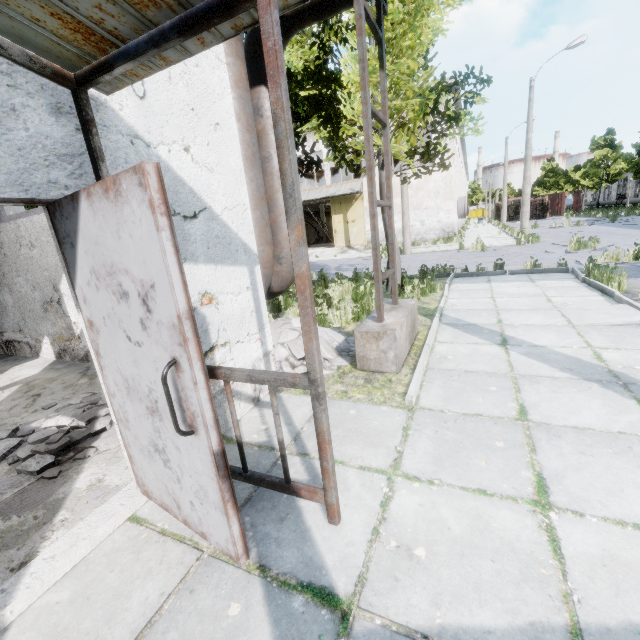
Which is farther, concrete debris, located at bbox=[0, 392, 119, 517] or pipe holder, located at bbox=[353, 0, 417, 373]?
pipe holder, located at bbox=[353, 0, 417, 373]

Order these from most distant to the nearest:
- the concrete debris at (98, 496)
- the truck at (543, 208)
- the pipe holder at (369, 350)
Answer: the truck at (543, 208) → the pipe holder at (369, 350) → the concrete debris at (98, 496)

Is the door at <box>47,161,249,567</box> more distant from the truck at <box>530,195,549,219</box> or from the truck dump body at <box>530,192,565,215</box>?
the truck dump body at <box>530,192,565,215</box>

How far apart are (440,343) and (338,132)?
6.5m

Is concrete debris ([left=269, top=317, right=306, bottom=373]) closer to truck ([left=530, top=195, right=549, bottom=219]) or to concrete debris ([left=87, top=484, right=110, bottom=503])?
concrete debris ([left=87, top=484, right=110, bottom=503])

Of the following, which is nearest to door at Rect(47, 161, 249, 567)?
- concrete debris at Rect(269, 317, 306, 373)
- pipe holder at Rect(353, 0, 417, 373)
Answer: concrete debris at Rect(269, 317, 306, 373)

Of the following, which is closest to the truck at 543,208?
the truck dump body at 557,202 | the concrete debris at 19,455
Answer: the truck dump body at 557,202

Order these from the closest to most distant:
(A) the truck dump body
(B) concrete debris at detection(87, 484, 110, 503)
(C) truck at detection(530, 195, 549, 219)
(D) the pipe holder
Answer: (B) concrete debris at detection(87, 484, 110, 503)
(D) the pipe holder
(C) truck at detection(530, 195, 549, 219)
(A) the truck dump body
